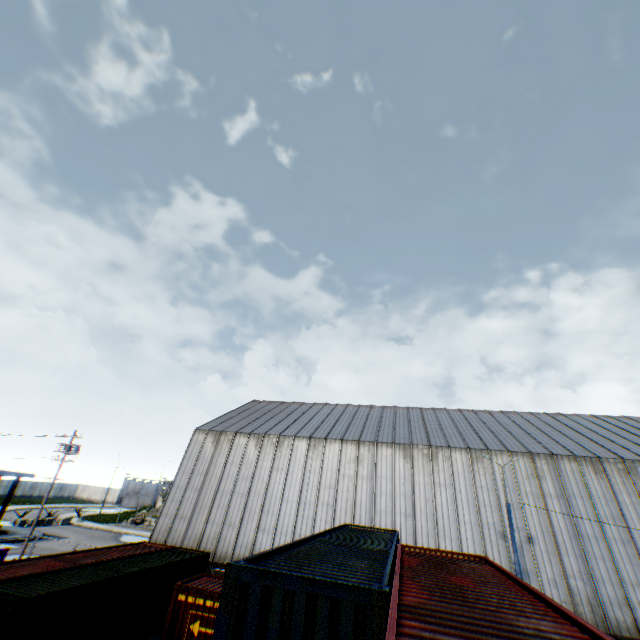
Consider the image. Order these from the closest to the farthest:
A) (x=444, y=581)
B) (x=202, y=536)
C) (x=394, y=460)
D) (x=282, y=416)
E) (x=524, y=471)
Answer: (x=444, y=581)
(x=524, y=471)
(x=202, y=536)
(x=394, y=460)
(x=282, y=416)

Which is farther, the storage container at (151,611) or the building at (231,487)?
the building at (231,487)

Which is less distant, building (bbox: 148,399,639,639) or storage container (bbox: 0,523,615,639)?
storage container (bbox: 0,523,615,639)
